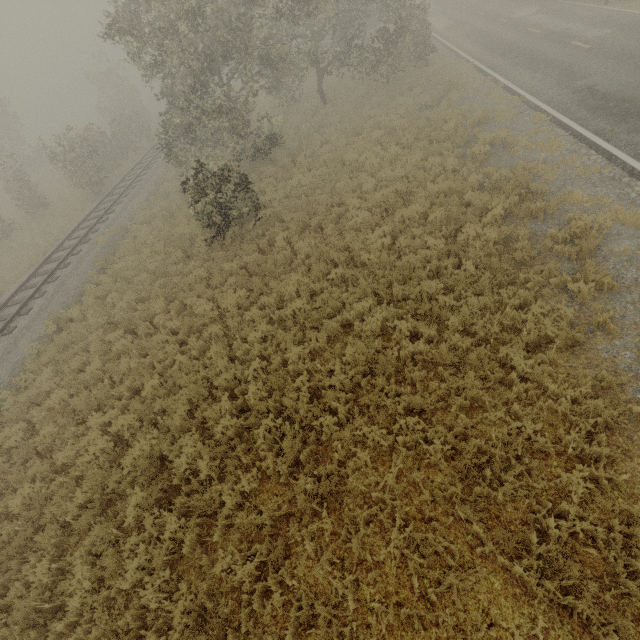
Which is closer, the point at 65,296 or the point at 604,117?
the point at 604,117
